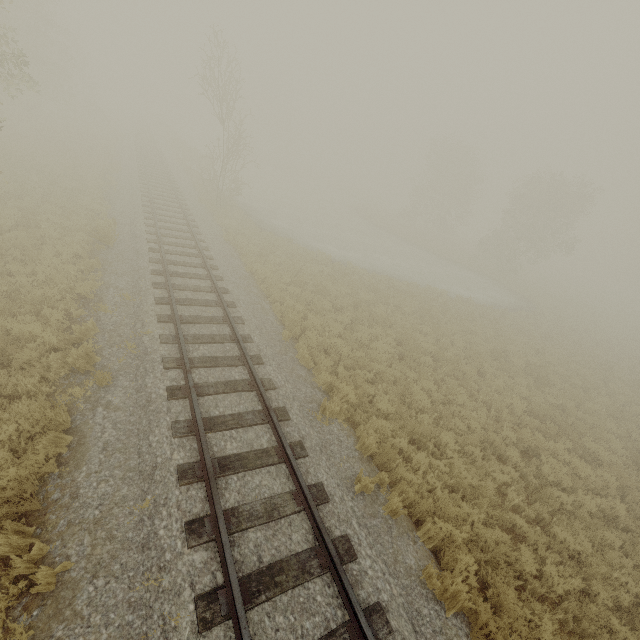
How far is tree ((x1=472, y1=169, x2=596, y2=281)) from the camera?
31.75m

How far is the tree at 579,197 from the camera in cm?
3175

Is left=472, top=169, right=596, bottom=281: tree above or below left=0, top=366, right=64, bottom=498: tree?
above

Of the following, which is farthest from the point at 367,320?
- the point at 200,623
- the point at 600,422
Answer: the point at 200,623

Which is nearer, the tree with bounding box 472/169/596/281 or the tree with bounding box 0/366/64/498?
the tree with bounding box 0/366/64/498

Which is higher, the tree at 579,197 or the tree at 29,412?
the tree at 579,197
